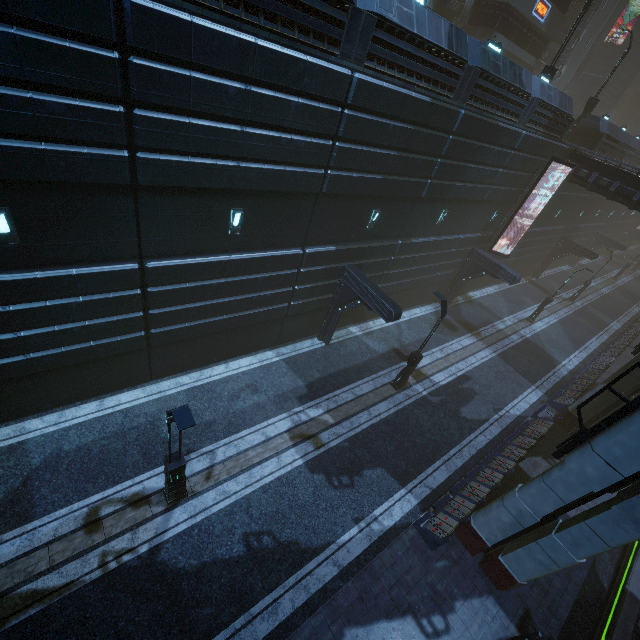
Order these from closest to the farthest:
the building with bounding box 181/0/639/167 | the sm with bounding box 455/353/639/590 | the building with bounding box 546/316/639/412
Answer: the sm with bounding box 455/353/639/590 < the building with bounding box 181/0/639/167 < the building with bounding box 546/316/639/412

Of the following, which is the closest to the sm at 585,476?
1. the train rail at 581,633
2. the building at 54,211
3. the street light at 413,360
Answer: the building at 54,211

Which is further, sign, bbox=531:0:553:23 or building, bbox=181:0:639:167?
sign, bbox=531:0:553:23

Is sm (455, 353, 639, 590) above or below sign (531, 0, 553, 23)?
below

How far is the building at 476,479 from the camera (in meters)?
11.48

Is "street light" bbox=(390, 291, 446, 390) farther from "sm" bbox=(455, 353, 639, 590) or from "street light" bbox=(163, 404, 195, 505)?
Answer: "street light" bbox=(163, 404, 195, 505)

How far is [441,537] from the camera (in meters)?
11.20

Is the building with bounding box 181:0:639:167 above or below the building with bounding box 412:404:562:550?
above
